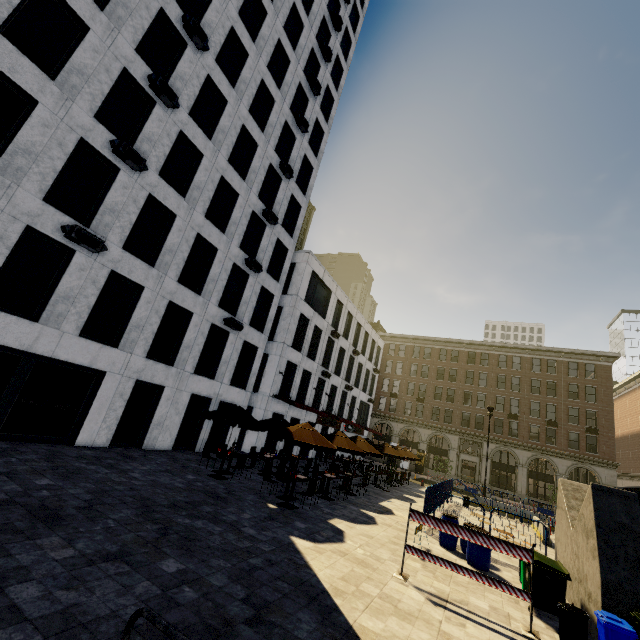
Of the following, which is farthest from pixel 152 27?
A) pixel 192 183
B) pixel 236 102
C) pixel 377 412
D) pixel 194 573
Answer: pixel 377 412

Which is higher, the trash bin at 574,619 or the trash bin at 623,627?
the trash bin at 623,627

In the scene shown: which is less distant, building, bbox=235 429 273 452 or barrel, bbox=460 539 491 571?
barrel, bbox=460 539 491 571

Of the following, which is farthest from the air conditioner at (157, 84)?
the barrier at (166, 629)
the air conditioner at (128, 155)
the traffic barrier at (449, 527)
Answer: the traffic barrier at (449, 527)

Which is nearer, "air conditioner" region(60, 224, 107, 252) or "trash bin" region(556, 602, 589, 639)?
"trash bin" region(556, 602, 589, 639)

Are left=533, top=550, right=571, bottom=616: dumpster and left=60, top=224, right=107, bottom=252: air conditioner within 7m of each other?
no

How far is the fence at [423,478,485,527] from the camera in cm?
1303

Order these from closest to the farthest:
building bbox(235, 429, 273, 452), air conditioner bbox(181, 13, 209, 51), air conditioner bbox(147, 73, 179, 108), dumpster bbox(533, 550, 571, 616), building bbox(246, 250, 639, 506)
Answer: dumpster bbox(533, 550, 571, 616) → air conditioner bbox(147, 73, 179, 108) → air conditioner bbox(181, 13, 209, 51) → building bbox(235, 429, 273, 452) → building bbox(246, 250, 639, 506)
